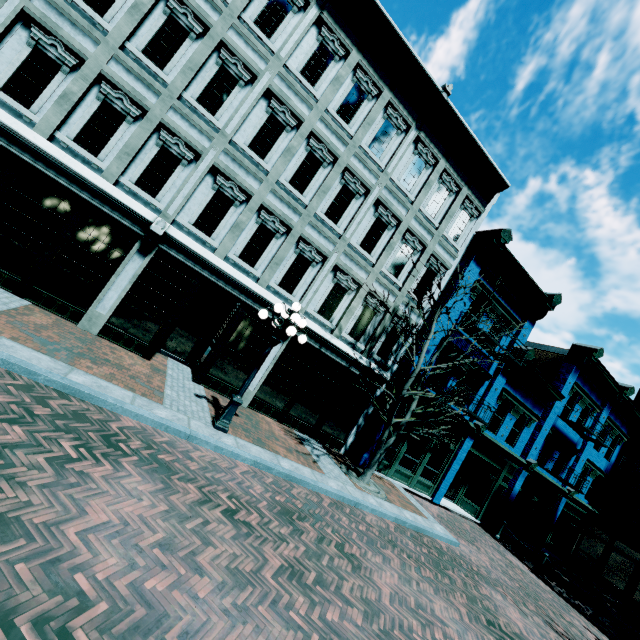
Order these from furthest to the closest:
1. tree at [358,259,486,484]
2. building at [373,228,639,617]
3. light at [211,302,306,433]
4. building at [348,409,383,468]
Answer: building at [373,228,639,617] < building at [348,409,383,468] < tree at [358,259,486,484] < light at [211,302,306,433]

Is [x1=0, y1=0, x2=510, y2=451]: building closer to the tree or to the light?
the tree

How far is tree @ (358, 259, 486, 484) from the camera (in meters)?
10.04

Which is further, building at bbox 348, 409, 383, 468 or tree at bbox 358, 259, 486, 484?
building at bbox 348, 409, 383, 468

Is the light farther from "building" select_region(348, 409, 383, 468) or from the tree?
"building" select_region(348, 409, 383, 468)

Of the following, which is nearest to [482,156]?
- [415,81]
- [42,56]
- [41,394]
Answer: [415,81]

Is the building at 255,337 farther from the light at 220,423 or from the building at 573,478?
the light at 220,423

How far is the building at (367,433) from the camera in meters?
12.7
